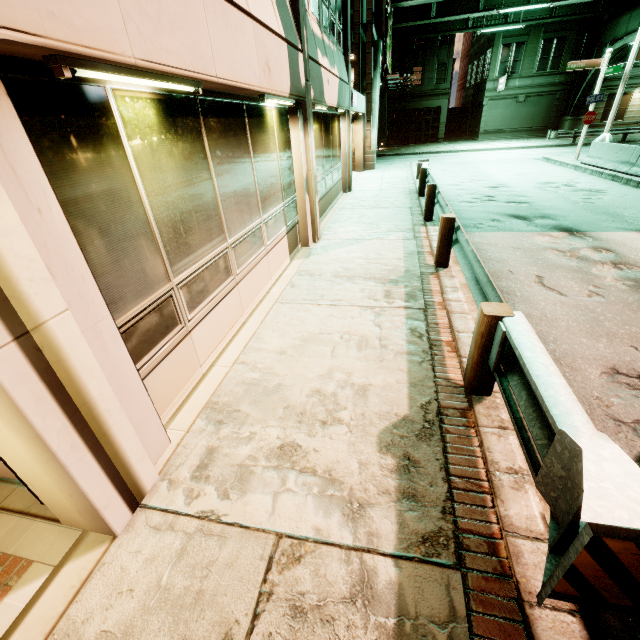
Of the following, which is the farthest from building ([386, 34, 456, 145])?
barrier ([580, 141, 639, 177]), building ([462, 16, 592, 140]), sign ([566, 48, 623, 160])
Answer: barrier ([580, 141, 639, 177])

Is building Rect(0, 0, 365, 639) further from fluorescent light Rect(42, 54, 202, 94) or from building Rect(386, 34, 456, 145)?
building Rect(386, 34, 456, 145)

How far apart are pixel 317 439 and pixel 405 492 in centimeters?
89cm

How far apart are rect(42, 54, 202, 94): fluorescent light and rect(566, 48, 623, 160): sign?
20.3m

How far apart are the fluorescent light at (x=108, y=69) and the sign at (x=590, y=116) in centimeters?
2034cm

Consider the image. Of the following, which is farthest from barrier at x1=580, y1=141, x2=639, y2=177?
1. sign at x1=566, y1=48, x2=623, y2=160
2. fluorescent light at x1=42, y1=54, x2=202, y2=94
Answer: fluorescent light at x1=42, y1=54, x2=202, y2=94

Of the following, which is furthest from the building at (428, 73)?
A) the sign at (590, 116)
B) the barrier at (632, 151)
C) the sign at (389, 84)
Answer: the barrier at (632, 151)

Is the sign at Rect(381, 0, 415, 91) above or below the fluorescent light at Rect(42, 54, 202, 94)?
above
